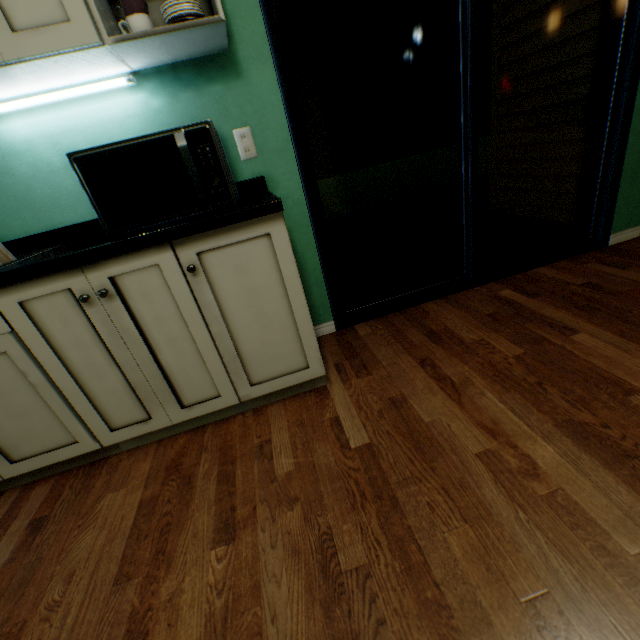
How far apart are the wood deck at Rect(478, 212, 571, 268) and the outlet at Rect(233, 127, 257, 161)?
1.2 meters

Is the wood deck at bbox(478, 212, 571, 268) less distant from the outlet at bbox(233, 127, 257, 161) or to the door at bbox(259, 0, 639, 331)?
the door at bbox(259, 0, 639, 331)

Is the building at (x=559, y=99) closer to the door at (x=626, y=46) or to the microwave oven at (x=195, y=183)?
the door at (x=626, y=46)

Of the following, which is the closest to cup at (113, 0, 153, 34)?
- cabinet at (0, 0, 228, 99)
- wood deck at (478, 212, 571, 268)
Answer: cabinet at (0, 0, 228, 99)

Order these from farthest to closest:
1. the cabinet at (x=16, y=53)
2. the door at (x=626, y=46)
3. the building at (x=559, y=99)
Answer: the building at (x=559, y=99)
the door at (x=626, y=46)
the cabinet at (x=16, y=53)

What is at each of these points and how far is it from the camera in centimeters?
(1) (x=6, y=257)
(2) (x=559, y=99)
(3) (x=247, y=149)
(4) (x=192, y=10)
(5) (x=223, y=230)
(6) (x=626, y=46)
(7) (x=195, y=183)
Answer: (1) knife stand, 124cm
(2) building, 251cm
(3) outlet, 150cm
(4) plate, 112cm
(5) cabinet, 111cm
(6) door, 173cm
(7) microwave oven, 113cm

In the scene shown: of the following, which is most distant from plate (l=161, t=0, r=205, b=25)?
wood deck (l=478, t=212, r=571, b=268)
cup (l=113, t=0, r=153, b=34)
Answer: wood deck (l=478, t=212, r=571, b=268)

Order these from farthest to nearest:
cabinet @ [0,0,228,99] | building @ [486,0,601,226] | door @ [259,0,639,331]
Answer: building @ [486,0,601,226], door @ [259,0,639,331], cabinet @ [0,0,228,99]
